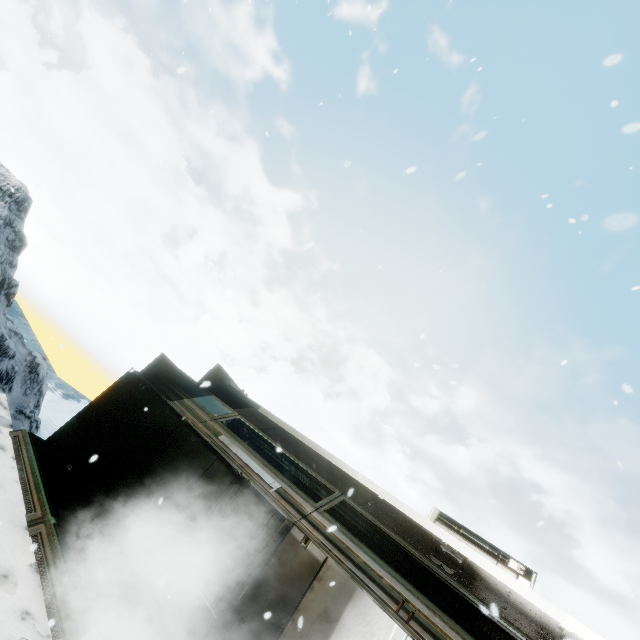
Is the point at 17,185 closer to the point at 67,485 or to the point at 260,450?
the point at 67,485
